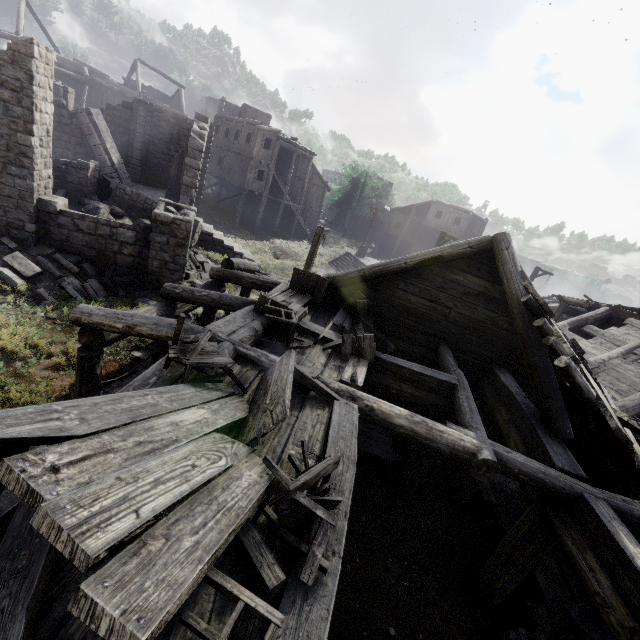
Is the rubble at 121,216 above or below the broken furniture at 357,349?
below

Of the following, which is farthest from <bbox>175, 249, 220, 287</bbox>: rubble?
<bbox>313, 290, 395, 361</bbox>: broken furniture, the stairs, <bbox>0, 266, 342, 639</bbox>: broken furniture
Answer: the stairs

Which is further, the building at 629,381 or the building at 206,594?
the building at 629,381

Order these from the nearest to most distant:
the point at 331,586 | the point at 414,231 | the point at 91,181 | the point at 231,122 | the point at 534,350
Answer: the point at 331,586 < the point at 534,350 < the point at 91,181 < the point at 231,122 < the point at 414,231

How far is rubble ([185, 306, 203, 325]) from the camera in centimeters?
1217cm

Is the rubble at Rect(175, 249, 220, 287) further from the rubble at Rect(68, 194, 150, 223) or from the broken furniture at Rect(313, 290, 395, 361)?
the broken furniture at Rect(313, 290, 395, 361)

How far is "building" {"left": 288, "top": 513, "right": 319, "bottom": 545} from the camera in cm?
283

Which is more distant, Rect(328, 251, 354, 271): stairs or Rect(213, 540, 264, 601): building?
Rect(328, 251, 354, 271): stairs
